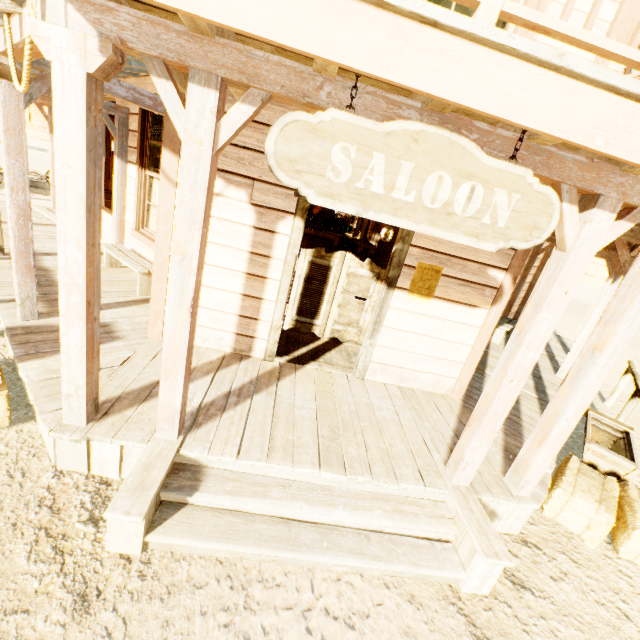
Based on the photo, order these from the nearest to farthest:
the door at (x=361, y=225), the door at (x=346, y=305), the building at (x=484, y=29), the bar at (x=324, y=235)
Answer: the building at (x=484, y=29)
the door at (x=346, y=305)
the bar at (x=324, y=235)
the door at (x=361, y=225)

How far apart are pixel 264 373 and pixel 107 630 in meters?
2.5 m

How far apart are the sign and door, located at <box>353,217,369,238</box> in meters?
12.7

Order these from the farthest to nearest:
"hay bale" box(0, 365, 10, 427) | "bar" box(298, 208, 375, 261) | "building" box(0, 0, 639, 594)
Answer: "bar" box(298, 208, 375, 261) < "hay bale" box(0, 365, 10, 427) < "building" box(0, 0, 639, 594)

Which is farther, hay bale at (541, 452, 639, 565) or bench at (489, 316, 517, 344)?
bench at (489, 316, 517, 344)

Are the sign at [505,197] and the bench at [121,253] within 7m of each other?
yes

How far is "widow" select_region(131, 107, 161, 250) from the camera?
5.5 meters

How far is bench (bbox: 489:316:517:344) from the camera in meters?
7.8
